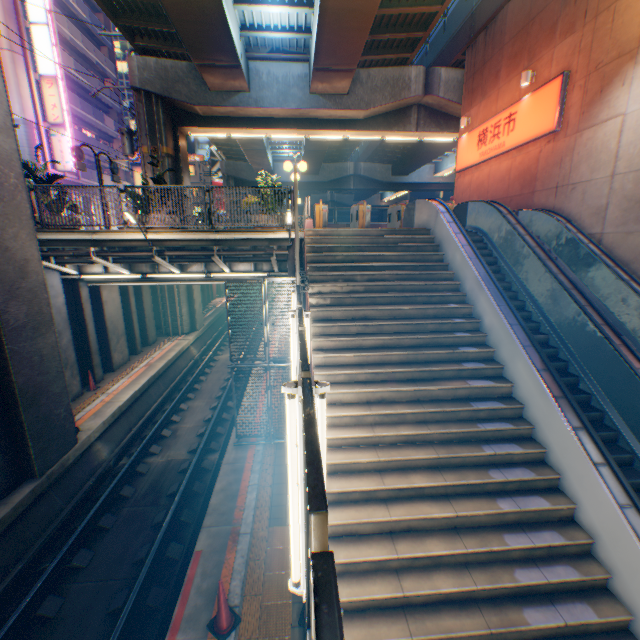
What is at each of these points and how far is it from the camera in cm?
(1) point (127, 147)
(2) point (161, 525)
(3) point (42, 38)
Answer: (1) electric pole, 2144
(2) railway, 825
(3) sign, 2469

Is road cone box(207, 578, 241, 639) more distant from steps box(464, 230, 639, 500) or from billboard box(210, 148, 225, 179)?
billboard box(210, 148, 225, 179)

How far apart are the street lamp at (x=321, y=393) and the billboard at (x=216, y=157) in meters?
54.9 m

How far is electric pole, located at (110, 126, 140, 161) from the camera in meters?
21.2 m

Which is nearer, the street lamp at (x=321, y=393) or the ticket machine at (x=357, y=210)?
the street lamp at (x=321, y=393)

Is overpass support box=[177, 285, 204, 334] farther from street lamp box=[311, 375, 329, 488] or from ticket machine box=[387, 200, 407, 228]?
street lamp box=[311, 375, 329, 488]

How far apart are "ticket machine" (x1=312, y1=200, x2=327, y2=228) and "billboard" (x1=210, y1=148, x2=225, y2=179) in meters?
42.2 m

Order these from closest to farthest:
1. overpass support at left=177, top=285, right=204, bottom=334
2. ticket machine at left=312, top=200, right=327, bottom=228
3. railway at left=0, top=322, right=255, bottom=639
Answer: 1. railway at left=0, top=322, right=255, bottom=639
2. ticket machine at left=312, top=200, right=327, bottom=228
3. overpass support at left=177, top=285, right=204, bottom=334
